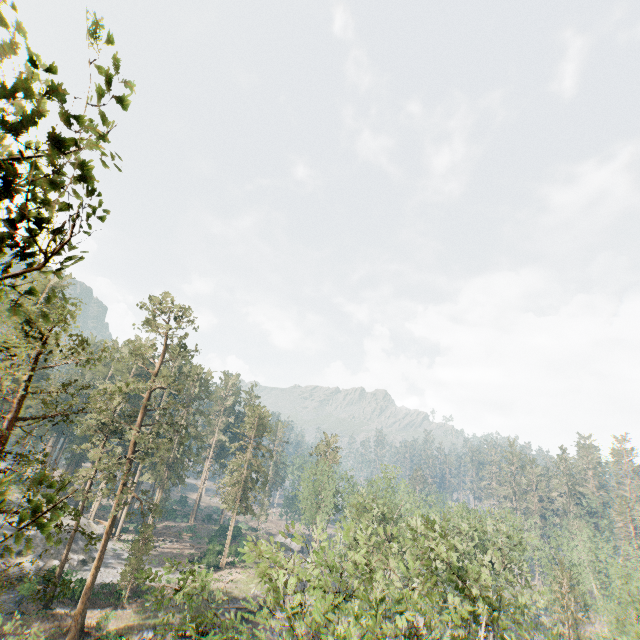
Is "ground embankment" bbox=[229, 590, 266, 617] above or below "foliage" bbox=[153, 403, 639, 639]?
below

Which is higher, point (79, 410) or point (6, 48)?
point (6, 48)

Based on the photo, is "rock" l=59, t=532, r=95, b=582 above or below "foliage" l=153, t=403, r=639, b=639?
below

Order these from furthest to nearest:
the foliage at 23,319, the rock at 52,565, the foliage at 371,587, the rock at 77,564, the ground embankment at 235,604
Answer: the ground embankment at 235,604, the rock at 77,564, the rock at 52,565, the foliage at 371,587, the foliage at 23,319

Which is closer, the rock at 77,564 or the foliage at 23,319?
the foliage at 23,319

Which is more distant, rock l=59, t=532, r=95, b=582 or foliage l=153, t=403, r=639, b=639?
rock l=59, t=532, r=95, b=582
